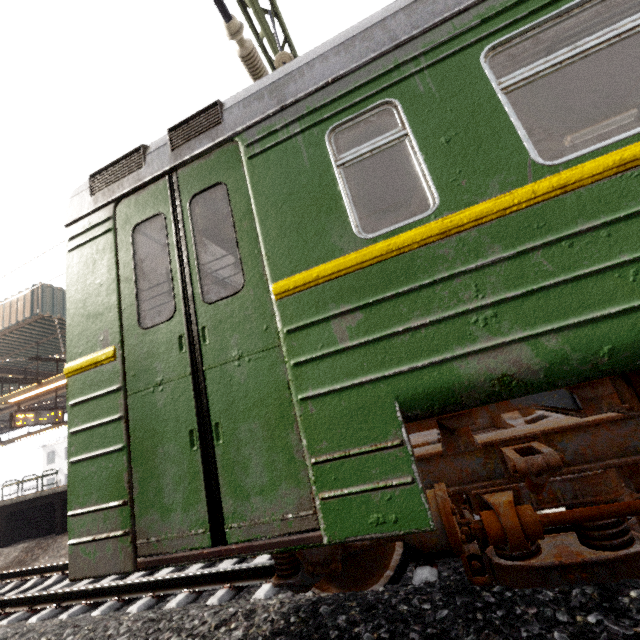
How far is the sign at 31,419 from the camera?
10.52m

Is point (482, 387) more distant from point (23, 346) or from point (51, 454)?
point (51, 454)

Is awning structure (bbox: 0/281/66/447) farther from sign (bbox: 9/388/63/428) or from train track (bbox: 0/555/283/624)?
train track (bbox: 0/555/283/624)

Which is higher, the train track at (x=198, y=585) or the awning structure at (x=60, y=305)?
the awning structure at (x=60, y=305)

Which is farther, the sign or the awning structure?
the sign

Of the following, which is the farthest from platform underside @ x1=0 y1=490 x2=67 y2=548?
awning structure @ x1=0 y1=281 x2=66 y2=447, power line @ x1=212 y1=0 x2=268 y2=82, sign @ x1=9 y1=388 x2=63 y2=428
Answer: power line @ x1=212 y1=0 x2=268 y2=82

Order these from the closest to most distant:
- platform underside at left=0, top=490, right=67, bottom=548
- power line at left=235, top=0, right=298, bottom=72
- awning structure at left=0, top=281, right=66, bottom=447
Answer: power line at left=235, top=0, right=298, bottom=72
awning structure at left=0, top=281, right=66, bottom=447
platform underside at left=0, top=490, right=67, bottom=548

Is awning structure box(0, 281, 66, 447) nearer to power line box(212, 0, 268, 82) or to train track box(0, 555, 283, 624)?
train track box(0, 555, 283, 624)
